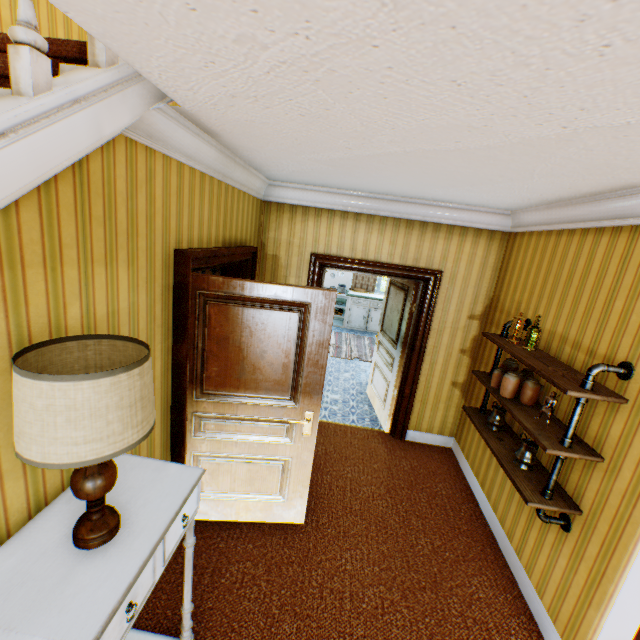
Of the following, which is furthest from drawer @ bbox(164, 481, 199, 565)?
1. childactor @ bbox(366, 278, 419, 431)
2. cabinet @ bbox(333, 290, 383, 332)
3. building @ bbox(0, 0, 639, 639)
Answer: cabinet @ bbox(333, 290, 383, 332)

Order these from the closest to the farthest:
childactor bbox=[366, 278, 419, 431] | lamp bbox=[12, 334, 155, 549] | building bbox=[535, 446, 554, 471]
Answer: lamp bbox=[12, 334, 155, 549] < building bbox=[535, 446, 554, 471] < childactor bbox=[366, 278, 419, 431]

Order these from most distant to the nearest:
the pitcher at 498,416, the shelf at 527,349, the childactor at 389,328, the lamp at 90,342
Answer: the childactor at 389,328
the pitcher at 498,416
the shelf at 527,349
the lamp at 90,342

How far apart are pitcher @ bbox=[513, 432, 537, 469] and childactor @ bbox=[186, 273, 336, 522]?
1.7m

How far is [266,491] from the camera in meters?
2.9 m

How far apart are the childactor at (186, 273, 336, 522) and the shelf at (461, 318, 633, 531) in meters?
1.6

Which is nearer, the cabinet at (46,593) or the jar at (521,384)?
the cabinet at (46,593)

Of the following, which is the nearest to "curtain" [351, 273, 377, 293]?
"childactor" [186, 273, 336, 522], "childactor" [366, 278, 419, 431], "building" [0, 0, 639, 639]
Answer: "building" [0, 0, 639, 639]
